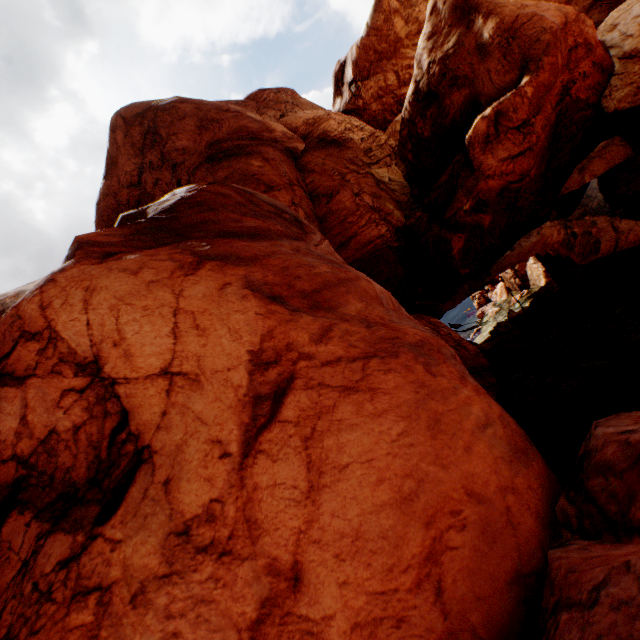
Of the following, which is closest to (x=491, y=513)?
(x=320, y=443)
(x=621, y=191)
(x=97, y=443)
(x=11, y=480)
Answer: (x=320, y=443)
